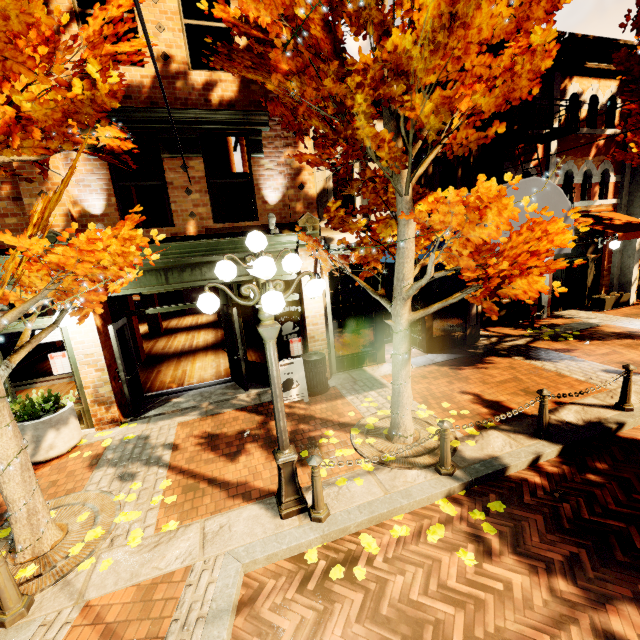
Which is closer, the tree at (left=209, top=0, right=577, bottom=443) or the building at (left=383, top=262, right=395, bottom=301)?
the tree at (left=209, top=0, right=577, bottom=443)

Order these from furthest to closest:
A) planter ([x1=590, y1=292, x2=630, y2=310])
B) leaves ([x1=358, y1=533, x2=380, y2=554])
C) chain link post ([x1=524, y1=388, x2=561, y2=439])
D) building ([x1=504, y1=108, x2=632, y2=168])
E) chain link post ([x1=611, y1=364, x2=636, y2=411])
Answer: planter ([x1=590, y1=292, x2=630, y2=310]), building ([x1=504, y1=108, x2=632, y2=168]), chain link post ([x1=611, y1=364, x2=636, y2=411]), chain link post ([x1=524, y1=388, x2=561, y2=439]), leaves ([x1=358, y1=533, x2=380, y2=554])

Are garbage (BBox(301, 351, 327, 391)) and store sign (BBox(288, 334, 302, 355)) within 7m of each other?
yes

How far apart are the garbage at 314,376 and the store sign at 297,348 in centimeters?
36cm

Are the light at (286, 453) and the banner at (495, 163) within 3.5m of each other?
no

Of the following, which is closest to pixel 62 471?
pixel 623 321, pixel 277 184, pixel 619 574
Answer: pixel 277 184

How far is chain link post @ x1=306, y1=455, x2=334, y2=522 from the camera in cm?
406

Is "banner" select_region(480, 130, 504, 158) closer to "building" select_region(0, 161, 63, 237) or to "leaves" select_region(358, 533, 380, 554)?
"building" select_region(0, 161, 63, 237)
